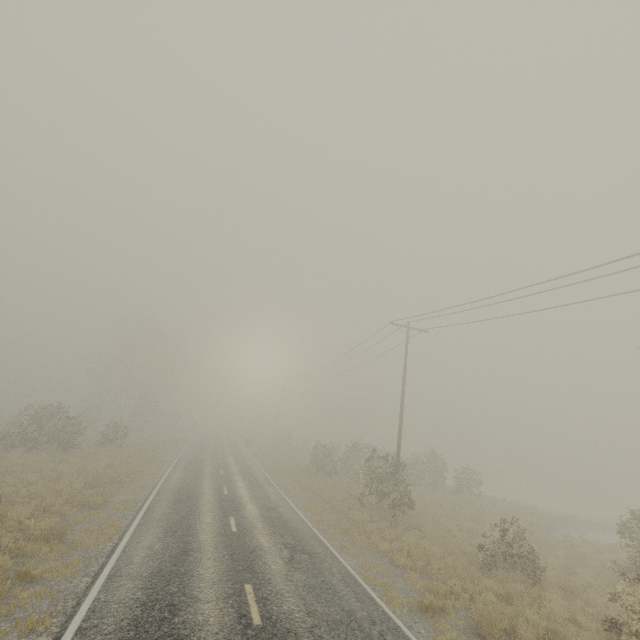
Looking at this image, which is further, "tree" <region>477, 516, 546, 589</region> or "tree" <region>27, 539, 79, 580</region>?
"tree" <region>477, 516, 546, 589</region>

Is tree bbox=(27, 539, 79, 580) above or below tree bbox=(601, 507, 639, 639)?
below

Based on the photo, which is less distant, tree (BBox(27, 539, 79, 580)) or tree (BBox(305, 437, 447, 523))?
tree (BBox(27, 539, 79, 580))

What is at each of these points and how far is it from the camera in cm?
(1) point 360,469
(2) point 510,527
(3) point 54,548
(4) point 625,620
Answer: (1) tree, 2750
(2) tree, 1282
(3) tree, 955
(4) tree, 777

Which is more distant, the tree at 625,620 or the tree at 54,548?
the tree at 54,548

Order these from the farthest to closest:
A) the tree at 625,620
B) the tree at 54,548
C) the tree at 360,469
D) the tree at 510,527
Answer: the tree at 360,469
the tree at 510,527
the tree at 54,548
the tree at 625,620

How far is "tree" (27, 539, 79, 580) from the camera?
8.24m
